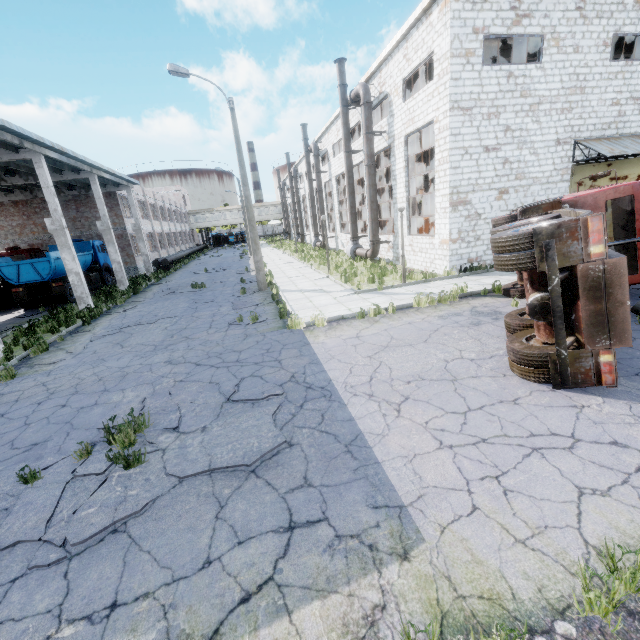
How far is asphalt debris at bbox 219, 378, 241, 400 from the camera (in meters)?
6.59

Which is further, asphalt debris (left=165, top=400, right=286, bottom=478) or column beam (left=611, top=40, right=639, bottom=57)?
column beam (left=611, top=40, right=639, bottom=57)

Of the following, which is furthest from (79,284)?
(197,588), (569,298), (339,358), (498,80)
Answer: (498,80)

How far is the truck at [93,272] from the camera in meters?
22.8 m

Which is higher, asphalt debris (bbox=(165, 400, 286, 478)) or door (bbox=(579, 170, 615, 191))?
door (bbox=(579, 170, 615, 191))

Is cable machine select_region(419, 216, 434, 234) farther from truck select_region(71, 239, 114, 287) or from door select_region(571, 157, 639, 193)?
truck select_region(71, 239, 114, 287)

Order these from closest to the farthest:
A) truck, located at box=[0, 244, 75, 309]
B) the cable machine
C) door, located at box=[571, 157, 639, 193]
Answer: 1. door, located at box=[571, 157, 639, 193]
2. truck, located at box=[0, 244, 75, 309]
3. the cable machine

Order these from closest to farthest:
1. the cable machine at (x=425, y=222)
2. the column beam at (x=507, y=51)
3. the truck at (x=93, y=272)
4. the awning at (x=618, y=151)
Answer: the awning at (x=618, y=151), the column beam at (x=507, y=51), the cable machine at (x=425, y=222), the truck at (x=93, y=272)
